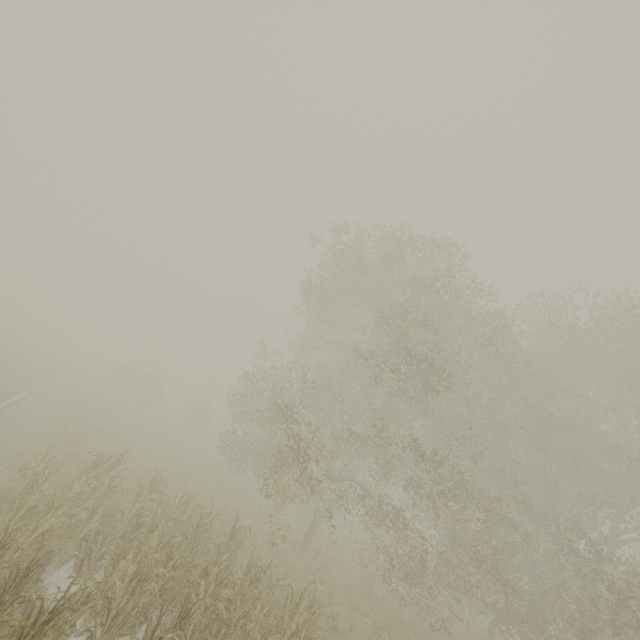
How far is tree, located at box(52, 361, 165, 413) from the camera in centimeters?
2820cm

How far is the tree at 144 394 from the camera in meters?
28.2

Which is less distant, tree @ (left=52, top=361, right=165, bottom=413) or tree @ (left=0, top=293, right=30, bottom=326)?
tree @ (left=52, top=361, right=165, bottom=413)

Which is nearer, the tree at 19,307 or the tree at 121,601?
the tree at 121,601

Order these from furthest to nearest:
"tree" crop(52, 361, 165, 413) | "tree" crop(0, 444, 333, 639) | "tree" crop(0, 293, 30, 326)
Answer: "tree" crop(0, 293, 30, 326)
"tree" crop(52, 361, 165, 413)
"tree" crop(0, 444, 333, 639)

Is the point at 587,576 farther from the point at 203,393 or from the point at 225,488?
the point at 203,393

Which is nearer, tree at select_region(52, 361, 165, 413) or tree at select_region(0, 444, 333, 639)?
tree at select_region(0, 444, 333, 639)
